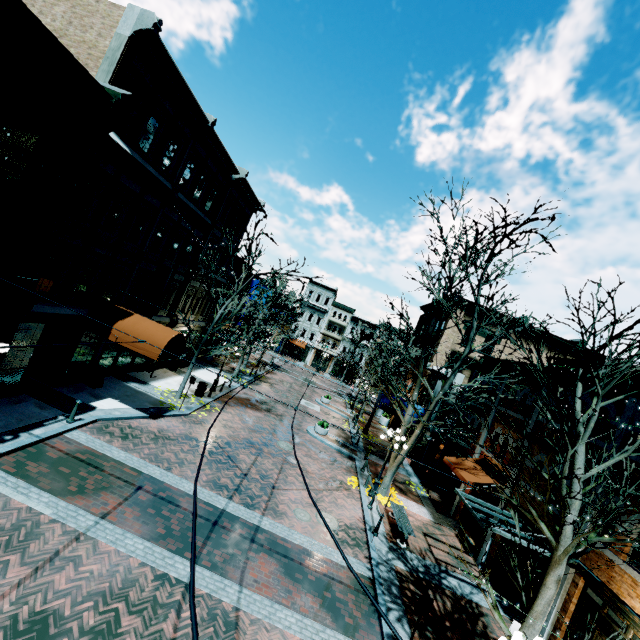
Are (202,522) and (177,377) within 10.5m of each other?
no

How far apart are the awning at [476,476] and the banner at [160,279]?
17.4m

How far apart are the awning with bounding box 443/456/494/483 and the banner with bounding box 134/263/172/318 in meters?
17.4 m

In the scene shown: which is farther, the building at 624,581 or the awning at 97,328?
the awning at 97,328

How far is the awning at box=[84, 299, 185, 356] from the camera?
13.58m

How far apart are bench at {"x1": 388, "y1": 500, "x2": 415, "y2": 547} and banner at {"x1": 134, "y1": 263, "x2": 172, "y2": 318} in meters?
15.0 m

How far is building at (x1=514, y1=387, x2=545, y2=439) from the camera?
13.9 meters

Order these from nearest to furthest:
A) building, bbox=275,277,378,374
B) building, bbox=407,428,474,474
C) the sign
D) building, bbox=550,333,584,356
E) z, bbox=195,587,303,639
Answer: z, bbox=195,587,303,639 < the sign < building, bbox=407,428,474,474 < building, bbox=550,333,584,356 < building, bbox=275,277,378,374
